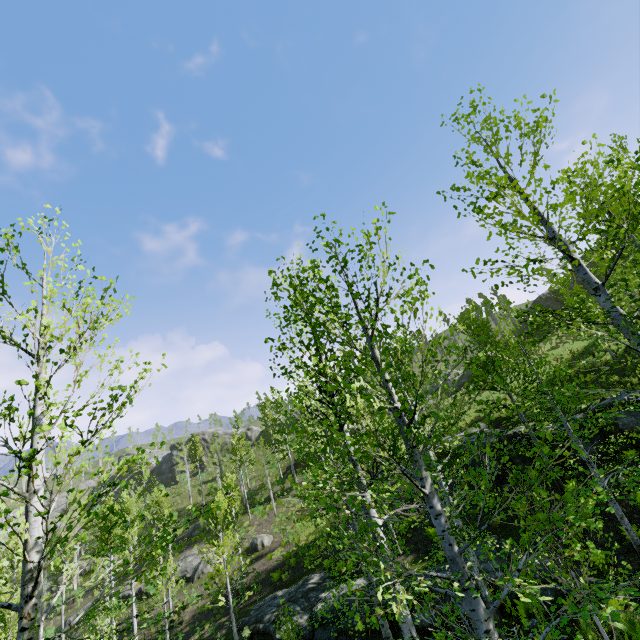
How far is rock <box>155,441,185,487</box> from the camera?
57.1 meters

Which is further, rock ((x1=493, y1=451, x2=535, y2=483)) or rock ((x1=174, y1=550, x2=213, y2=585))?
rock ((x1=174, y1=550, x2=213, y2=585))

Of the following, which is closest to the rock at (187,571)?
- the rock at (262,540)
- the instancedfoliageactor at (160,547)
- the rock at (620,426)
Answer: the instancedfoliageactor at (160,547)

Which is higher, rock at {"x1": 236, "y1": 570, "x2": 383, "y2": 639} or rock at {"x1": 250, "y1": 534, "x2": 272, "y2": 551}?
rock at {"x1": 250, "y1": 534, "x2": 272, "y2": 551}

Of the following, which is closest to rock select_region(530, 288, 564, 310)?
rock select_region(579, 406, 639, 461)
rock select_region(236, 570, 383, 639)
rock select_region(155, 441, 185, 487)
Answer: rock select_region(579, 406, 639, 461)

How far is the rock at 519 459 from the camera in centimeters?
1633cm

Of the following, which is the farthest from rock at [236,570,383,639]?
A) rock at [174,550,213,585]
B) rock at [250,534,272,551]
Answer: rock at [174,550,213,585]

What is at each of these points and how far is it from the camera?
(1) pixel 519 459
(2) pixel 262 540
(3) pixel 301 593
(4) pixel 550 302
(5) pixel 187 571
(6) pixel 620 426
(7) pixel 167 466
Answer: (1) rock, 16.6 meters
(2) rock, 27.5 meters
(3) rock, 18.1 meters
(4) rock, 38.8 meters
(5) rock, 28.4 meters
(6) rock, 13.9 meters
(7) rock, 59.1 meters
